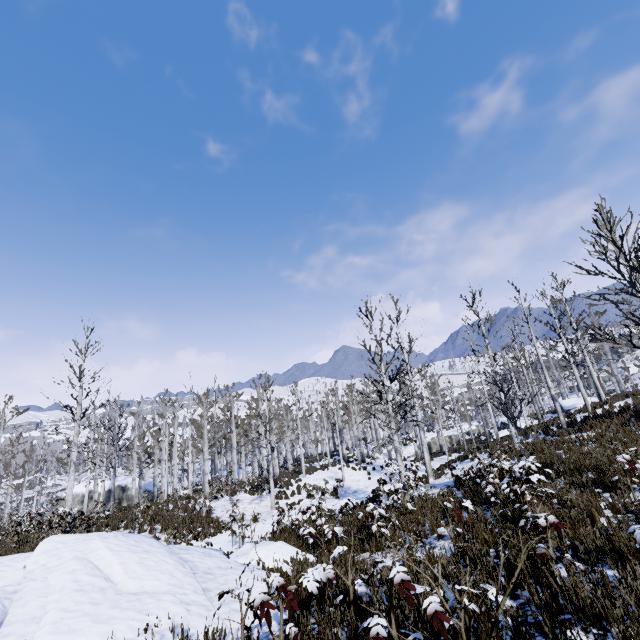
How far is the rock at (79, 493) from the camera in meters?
33.7

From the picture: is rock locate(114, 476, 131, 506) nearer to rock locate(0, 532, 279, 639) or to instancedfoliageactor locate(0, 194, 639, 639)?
instancedfoliageactor locate(0, 194, 639, 639)

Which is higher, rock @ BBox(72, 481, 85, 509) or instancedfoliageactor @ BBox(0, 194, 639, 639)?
instancedfoliageactor @ BBox(0, 194, 639, 639)

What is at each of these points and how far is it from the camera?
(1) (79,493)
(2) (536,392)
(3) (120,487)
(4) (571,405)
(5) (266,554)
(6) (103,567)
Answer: (1) rock, 34.6 meters
(2) instancedfoliageactor, 34.3 meters
(3) rock, 36.1 meters
(4) rock, 30.7 meters
(5) rock, 7.5 meters
(6) rock, 5.3 meters

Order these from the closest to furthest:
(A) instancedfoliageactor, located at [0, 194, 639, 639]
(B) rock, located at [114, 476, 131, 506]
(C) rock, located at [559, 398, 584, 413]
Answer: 1. (A) instancedfoliageactor, located at [0, 194, 639, 639]
2. (C) rock, located at [559, 398, 584, 413]
3. (B) rock, located at [114, 476, 131, 506]

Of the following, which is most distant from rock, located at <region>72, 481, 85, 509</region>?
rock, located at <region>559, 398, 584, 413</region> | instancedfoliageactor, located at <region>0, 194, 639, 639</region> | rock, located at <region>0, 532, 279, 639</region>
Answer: rock, located at <region>559, 398, 584, 413</region>

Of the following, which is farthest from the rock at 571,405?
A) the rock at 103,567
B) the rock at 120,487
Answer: the rock at 120,487

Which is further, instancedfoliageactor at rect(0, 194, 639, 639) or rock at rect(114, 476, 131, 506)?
rock at rect(114, 476, 131, 506)
